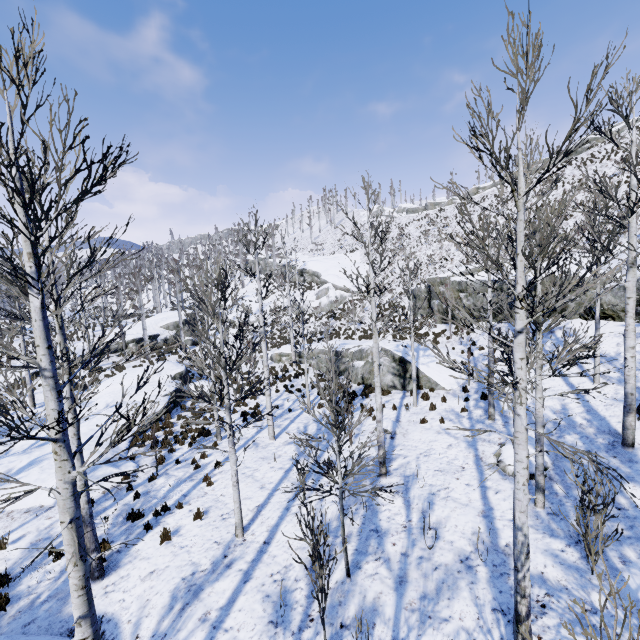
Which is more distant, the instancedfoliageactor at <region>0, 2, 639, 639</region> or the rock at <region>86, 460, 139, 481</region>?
the rock at <region>86, 460, 139, 481</region>

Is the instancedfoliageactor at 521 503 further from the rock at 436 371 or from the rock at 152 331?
the rock at 152 331

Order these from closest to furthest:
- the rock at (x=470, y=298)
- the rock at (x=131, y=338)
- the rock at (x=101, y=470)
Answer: the rock at (x=101, y=470) < the rock at (x=470, y=298) < the rock at (x=131, y=338)

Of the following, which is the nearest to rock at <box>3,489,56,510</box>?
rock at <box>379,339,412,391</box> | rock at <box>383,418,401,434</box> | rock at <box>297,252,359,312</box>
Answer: rock at <box>379,339,412,391</box>

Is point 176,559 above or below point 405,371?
below

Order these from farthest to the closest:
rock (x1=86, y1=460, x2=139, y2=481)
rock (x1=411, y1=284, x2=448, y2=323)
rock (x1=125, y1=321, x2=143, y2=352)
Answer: rock (x1=125, y1=321, x2=143, y2=352) < rock (x1=411, y1=284, x2=448, y2=323) < rock (x1=86, y1=460, x2=139, y2=481)

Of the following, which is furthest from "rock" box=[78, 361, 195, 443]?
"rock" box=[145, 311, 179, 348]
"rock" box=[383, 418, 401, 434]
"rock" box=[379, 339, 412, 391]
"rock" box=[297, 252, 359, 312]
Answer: "rock" box=[297, 252, 359, 312]

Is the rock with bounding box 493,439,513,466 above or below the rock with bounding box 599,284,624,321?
below
